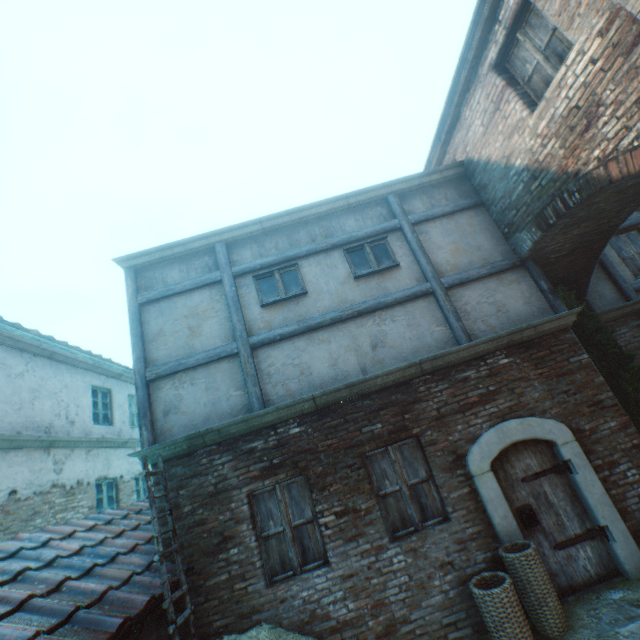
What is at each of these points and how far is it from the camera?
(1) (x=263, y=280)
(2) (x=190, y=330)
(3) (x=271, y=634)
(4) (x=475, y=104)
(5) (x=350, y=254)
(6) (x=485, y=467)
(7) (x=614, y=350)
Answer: (1) window, 6.70m
(2) building, 6.39m
(3) straw pile, 3.41m
(4) building, 6.48m
(5) window, 6.84m
(6) building, 5.19m
(7) tree, 6.36m

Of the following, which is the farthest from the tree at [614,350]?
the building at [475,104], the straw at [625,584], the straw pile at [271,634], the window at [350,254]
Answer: the straw pile at [271,634]

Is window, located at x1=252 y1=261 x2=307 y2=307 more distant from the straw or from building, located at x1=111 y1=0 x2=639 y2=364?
the straw

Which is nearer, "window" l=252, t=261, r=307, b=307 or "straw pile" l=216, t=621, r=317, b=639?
"straw pile" l=216, t=621, r=317, b=639

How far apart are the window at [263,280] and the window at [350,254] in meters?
1.0

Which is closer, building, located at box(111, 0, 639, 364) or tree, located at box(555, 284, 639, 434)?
building, located at box(111, 0, 639, 364)

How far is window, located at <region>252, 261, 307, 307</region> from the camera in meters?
6.5 m

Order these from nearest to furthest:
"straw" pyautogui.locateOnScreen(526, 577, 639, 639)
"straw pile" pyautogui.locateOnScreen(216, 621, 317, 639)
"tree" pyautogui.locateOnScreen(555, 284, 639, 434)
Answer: "straw pile" pyautogui.locateOnScreen(216, 621, 317, 639) < "straw" pyautogui.locateOnScreen(526, 577, 639, 639) < "tree" pyautogui.locateOnScreen(555, 284, 639, 434)
